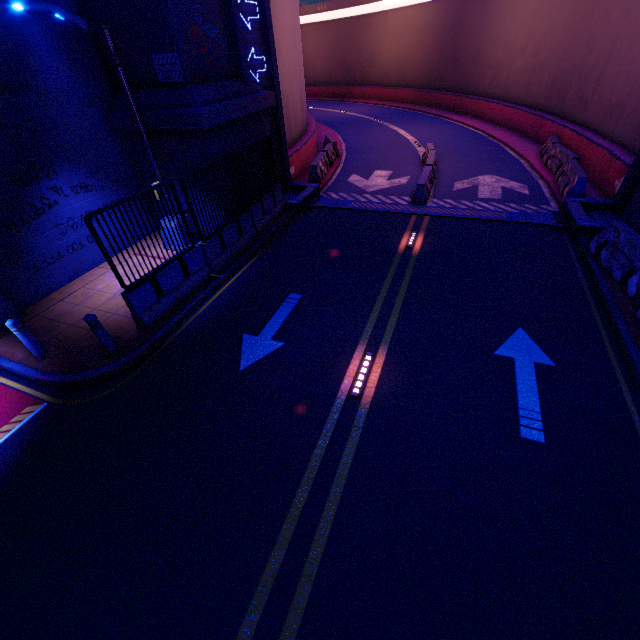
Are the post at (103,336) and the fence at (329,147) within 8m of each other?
no

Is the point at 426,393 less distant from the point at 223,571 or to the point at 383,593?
the point at 383,593

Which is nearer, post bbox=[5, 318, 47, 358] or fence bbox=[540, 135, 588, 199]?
post bbox=[5, 318, 47, 358]

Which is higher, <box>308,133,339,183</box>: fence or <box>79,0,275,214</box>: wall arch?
<box>79,0,275,214</box>: wall arch

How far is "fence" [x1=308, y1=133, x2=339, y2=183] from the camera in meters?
15.5

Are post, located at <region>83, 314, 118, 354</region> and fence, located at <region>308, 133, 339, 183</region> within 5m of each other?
no

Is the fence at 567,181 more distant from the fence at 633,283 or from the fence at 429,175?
the fence at 429,175

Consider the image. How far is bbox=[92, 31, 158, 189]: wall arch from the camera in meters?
9.5
